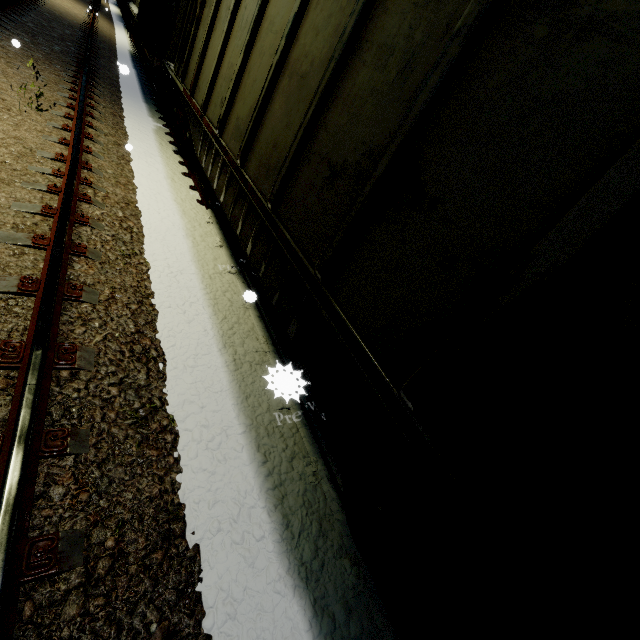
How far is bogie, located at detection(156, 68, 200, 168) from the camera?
6.8 meters

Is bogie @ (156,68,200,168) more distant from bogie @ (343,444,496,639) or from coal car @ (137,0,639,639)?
bogie @ (343,444,496,639)

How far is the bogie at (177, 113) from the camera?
6.8 meters

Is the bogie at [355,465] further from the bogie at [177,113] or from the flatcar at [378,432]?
the bogie at [177,113]

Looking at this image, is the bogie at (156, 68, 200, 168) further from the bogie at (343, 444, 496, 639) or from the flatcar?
the bogie at (343, 444, 496, 639)

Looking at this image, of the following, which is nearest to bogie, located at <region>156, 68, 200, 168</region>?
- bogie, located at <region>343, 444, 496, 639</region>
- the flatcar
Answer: the flatcar

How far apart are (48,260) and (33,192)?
1.49m
